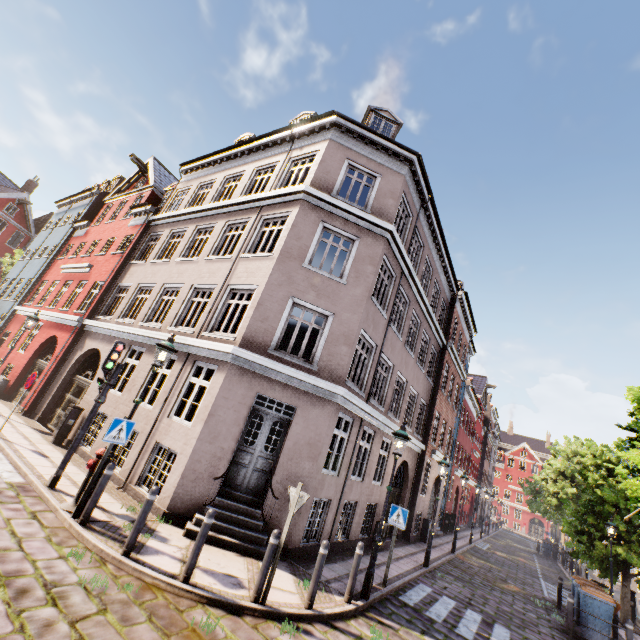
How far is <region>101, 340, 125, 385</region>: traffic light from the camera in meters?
7.9 m

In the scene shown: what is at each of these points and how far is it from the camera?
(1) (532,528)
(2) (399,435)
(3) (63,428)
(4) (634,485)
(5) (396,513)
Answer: (1) building, 58.5m
(2) street light, 8.3m
(3) electrical box, 10.8m
(4) tree, 5.0m
(5) sign, 8.9m

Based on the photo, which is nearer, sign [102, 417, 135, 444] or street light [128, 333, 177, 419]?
sign [102, 417, 135, 444]

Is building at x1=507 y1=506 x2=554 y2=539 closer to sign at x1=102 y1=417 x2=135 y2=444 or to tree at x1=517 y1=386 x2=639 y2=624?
sign at x1=102 y1=417 x2=135 y2=444

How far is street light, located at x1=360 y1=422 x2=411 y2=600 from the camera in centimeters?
726cm

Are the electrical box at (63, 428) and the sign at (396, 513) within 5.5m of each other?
no

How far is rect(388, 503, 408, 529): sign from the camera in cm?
868

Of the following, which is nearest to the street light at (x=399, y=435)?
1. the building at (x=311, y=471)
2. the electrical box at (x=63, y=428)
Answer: the building at (x=311, y=471)
